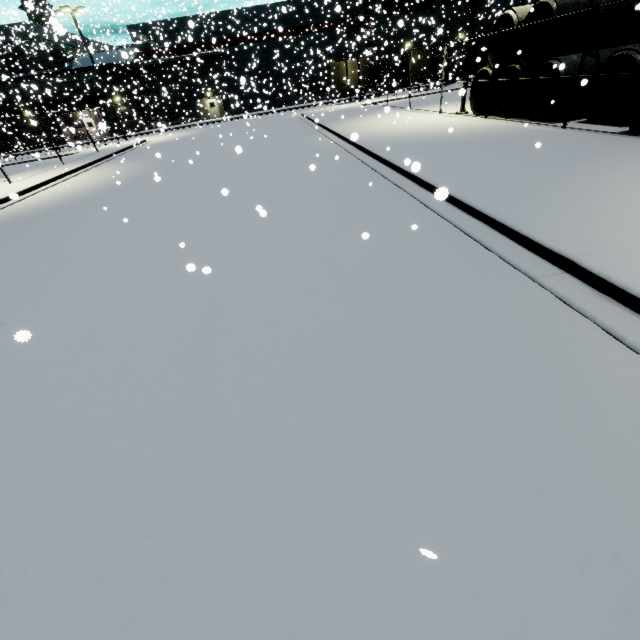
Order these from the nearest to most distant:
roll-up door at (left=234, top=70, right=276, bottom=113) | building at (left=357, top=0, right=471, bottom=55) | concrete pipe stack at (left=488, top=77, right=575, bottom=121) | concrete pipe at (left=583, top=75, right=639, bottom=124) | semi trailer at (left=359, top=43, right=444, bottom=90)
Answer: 1. concrete pipe at (left=583, top=75, right=639, bottom=124)
2. concrete pipe stack at (left=488, top=77, right=575, bottom=121)
3. roll-up door at (left=234, top=70, right=276, bottom=113)
4. semi trailer at (left=359, top=43, right=444, bottom=90)
5. building at (left=357, top=0, right=471, bottom=55)

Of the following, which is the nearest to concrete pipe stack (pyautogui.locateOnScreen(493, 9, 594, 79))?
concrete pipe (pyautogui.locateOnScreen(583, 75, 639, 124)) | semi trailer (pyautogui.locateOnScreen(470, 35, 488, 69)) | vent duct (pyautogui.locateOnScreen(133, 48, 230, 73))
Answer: concrete pipe (pyautogui.locateOnScreen(583, 75, 639, 124))

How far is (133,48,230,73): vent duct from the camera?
35.9m

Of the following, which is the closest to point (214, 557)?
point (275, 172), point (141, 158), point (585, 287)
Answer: point (585, 287)

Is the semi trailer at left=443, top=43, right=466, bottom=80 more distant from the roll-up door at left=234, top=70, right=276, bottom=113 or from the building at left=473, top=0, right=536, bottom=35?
the roll-up door at left=234, top=70, right=276, bottom=113

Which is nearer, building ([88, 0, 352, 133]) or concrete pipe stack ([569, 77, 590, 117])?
concrete pipe stack ([569, 77, 590, 117])

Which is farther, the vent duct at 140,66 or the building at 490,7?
the building at 490,7

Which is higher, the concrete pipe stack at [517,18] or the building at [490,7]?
the building at [490,7]
